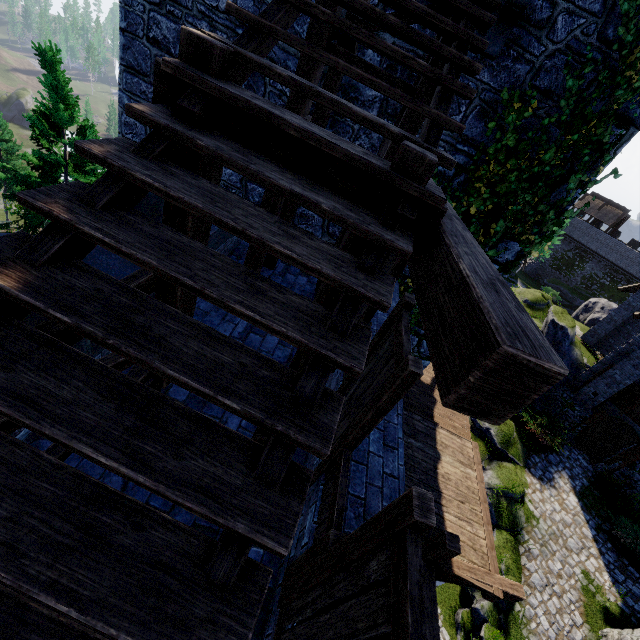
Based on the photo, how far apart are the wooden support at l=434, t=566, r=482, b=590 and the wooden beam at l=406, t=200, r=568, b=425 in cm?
746

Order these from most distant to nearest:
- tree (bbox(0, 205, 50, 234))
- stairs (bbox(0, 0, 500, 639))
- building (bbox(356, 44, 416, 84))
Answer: tree (bbox(0, 205, 50, 234)) < building (bbox(356, 44, 416, 84)) < stairs (bbox(0, 0, 500, 639))

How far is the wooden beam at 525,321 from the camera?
1.16m

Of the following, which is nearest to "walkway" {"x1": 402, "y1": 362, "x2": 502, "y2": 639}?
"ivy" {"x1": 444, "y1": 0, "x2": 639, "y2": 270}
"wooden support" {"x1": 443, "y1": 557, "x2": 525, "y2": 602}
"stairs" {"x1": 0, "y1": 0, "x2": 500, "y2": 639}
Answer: "wooden support" {"x1": 443, "y1": 557, "x2": 525, "y2": 602}

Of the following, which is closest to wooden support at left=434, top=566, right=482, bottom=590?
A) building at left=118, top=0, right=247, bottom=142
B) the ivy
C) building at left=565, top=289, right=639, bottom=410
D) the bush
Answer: building at left=118, top=0, right=247, bottom=142

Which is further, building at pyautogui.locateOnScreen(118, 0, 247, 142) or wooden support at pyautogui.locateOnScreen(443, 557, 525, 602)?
wooden support at pyautogui.locateOnScreen(443, 557, 525, 602)

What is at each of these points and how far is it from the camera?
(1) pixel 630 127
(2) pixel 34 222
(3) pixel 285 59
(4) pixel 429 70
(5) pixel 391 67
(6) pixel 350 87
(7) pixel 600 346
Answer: (1) building, 5.3 meters
(2) tree, 13.3 meters
(3) building, 6.1 meters
(4) stairs, 2.4 meters
(5) building, 5.7 meters
(6) building, 6.0 meters
(7) building, 26.1 meters

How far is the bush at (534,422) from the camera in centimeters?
1617cm
